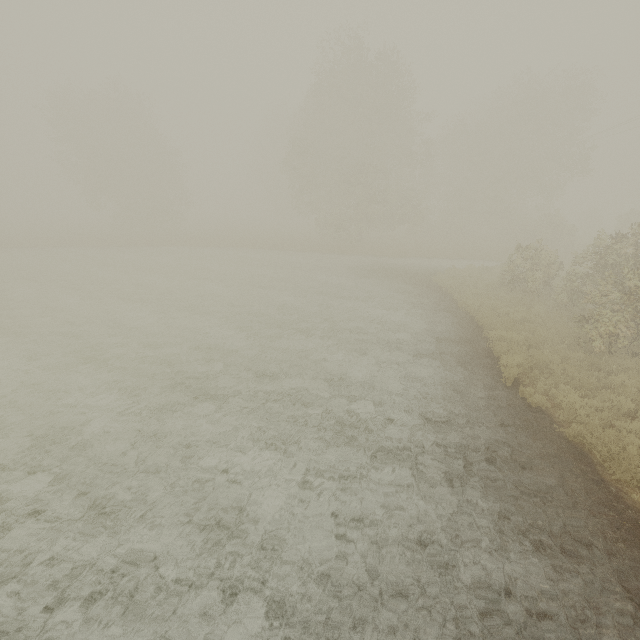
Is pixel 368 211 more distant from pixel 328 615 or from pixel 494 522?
pixel 328 615
